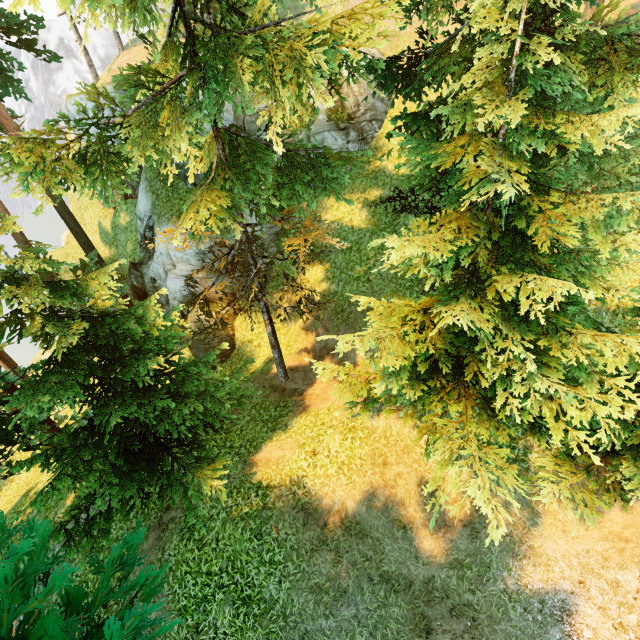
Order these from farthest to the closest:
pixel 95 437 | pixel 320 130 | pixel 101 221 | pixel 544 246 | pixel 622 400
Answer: pixel 101 221 → pixel 320 130 → pixel 95 437 → pixel 622 400 → pixel 544 246

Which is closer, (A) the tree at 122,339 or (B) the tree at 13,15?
(A) the tree at 122,339

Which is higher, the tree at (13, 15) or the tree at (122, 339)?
the tree at (13, 15)

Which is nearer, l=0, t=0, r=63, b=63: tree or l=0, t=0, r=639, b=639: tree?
l=0, t=0, r=639, b=639: tree

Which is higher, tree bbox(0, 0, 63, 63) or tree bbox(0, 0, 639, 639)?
tree bbox(0, 0, 63, 63)
